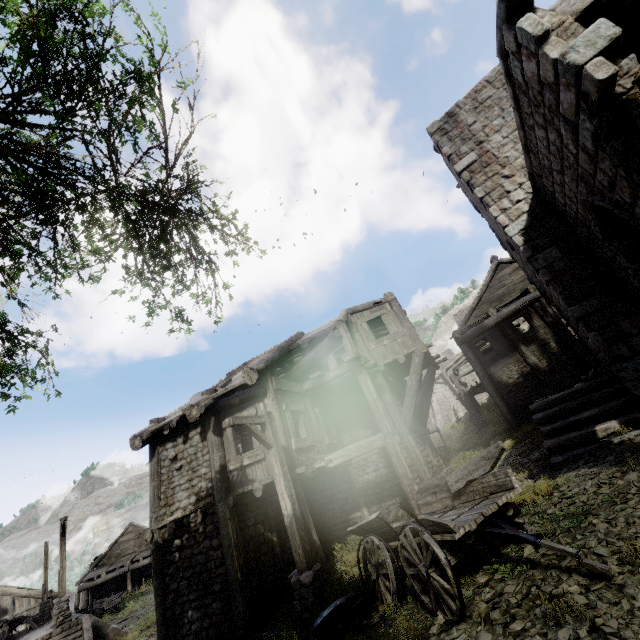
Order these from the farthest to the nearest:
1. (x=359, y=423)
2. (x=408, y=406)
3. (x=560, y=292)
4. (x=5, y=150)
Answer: (x=359, y=423) < (x=408, y=406) < (x=560, y=292) < (x=5, y=150)

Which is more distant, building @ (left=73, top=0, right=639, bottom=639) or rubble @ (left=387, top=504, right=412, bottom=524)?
rubble @ (left=387, top=504, right=412, bottom=524)

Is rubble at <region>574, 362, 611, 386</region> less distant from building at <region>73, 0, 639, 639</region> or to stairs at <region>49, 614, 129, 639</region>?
building at <region>73, 0, 639, 639</region>

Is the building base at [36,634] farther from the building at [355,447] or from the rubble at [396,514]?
the rubble at [396,514]

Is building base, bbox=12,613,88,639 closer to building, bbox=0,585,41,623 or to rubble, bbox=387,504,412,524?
building, bbox=0,585,41,623

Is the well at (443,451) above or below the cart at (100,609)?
above

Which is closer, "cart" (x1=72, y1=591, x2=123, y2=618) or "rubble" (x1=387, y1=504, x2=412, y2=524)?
"rubble" (x1=387, y1=504, x2=412, y2=524)

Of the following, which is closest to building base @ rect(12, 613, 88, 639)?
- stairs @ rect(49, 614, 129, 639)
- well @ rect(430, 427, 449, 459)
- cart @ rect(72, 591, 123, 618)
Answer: stairs @ rect(49, 614, 129, 639)
